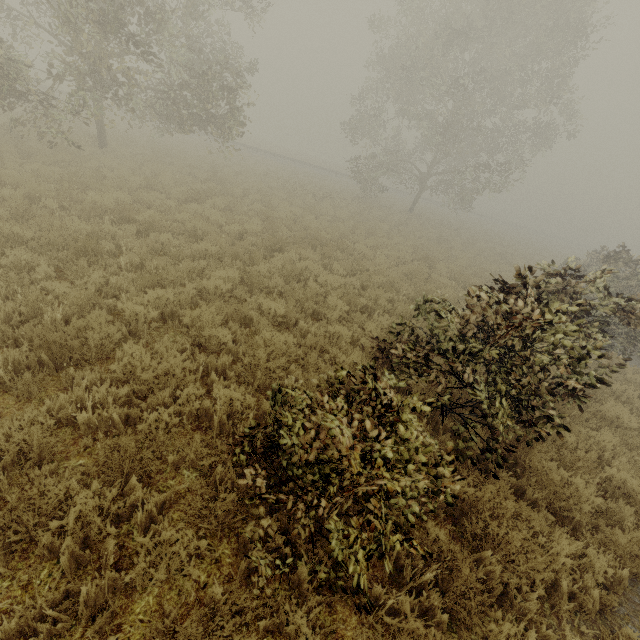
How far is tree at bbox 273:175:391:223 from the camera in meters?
19.4

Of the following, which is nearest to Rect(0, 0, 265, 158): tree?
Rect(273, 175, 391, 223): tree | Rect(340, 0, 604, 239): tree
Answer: Rect(273, 175, 391, 223): tree

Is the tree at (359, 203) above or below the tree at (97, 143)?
below

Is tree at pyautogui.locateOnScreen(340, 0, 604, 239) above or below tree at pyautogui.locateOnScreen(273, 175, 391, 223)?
above

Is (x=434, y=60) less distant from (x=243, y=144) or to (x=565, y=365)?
(x=565, y=365)

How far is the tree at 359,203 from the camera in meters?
19.4
